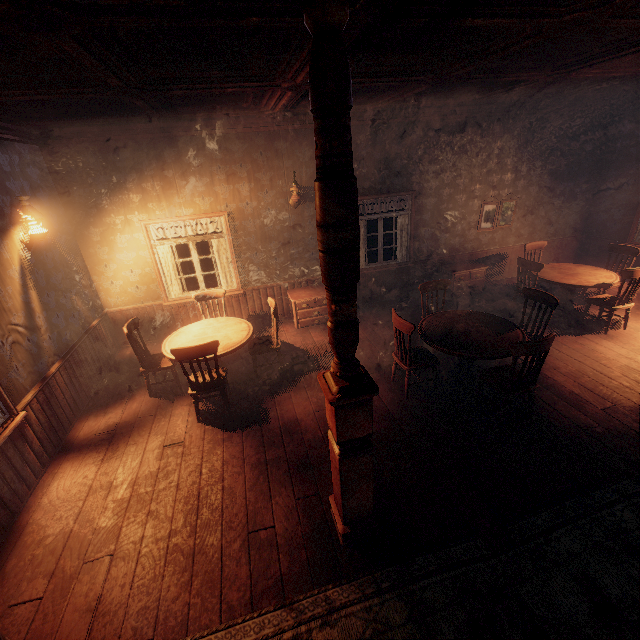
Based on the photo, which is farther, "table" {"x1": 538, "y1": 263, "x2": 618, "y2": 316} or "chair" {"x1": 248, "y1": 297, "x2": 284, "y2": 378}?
"table" {"x1": 538, "y1": 263, "x2": 618, "y2": 316}

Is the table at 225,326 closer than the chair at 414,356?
No

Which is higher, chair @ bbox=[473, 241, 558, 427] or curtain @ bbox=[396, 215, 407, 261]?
curtain @ bbox=[396, 215, 407, 261]

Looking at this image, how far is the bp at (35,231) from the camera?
4.30m

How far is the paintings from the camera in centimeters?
758cm

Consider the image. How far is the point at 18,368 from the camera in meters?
3.8

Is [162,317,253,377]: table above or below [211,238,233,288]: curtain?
below

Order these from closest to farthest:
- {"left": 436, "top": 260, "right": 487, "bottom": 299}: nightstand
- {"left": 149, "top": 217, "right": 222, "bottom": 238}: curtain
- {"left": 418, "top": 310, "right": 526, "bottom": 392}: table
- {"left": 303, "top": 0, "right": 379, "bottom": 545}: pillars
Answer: {"left": 303, "top": 0, "right": 379, "bottom": 545}: pillars
{"left": 418, "top": 310, "right": 526, "bottom": 392}: table
{"left": 149, "top": 217, "right": 222, "bottom": 238}: curtain
{"left": 436, "top": 260, "right": 487, "bottom": 299}: nightstand
